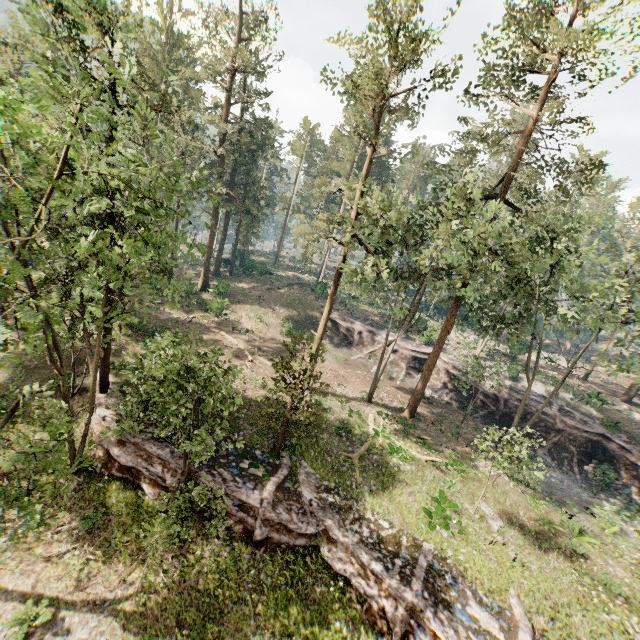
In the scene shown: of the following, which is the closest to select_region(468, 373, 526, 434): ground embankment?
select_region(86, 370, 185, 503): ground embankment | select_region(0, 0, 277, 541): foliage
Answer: select_region(0, 0, 277, 541): foliage

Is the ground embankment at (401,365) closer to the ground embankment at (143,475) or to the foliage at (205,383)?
the foliage at (205,383)

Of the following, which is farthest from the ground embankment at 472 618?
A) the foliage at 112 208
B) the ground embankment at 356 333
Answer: the ground embankment at 356 333

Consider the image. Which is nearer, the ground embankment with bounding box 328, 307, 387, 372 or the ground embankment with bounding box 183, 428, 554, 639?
the ground embankment with bounding box 183, 428, 554, 639

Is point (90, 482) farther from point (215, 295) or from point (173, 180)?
point (215, 295)

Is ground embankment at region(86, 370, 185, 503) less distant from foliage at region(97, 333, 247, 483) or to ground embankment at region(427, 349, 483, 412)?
foliage at region(97, 333, 247, 483)

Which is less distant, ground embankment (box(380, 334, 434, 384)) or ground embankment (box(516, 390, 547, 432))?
ground embankment (box(516, 390, 547, 432))

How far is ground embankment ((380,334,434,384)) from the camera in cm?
3622
